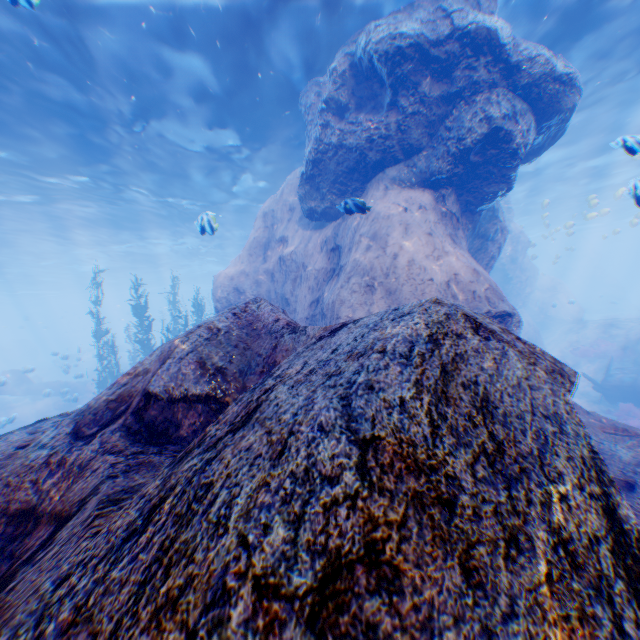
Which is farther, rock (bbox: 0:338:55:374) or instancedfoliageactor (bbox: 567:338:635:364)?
rock (bbox: 0:338:55:374)

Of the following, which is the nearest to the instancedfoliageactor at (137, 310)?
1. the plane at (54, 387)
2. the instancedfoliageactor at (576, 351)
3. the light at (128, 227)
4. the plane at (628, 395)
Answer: the plane at (54, 387)

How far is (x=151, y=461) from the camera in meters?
2.3

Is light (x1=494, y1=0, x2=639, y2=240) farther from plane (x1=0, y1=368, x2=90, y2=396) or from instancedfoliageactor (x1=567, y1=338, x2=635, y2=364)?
plane (x1=0, y1=368, x2=90, y2=396)

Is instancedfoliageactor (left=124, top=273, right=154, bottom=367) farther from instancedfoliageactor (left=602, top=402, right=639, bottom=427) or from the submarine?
instancedfoliageactor (left=602, top=402, right=639, bottom=427)

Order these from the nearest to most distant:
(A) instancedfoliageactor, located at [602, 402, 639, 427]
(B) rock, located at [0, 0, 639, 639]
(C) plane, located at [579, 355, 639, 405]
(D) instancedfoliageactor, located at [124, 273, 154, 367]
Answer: (B) rock, located at [0, 0, 639, 639]
(A) instancedfoliageactor, located at [602, 402, 639, 427]
(C) plane, located at [579, 355, 639, 405]
(D) instancedfoliageactor, located at [124, 273, 154, 367]

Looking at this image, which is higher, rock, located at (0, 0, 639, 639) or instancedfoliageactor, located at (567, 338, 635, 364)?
rock, located at (0, 0, 639, 639)

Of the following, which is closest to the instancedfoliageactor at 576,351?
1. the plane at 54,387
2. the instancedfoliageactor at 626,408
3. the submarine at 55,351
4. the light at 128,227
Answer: the light at 128,227
